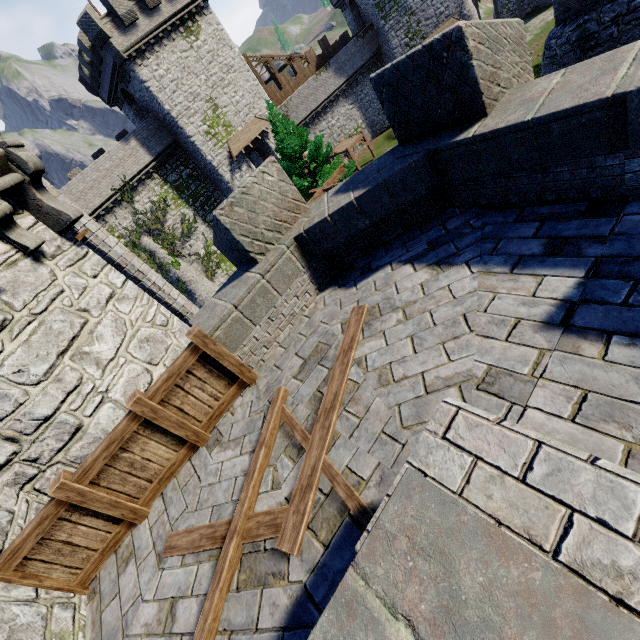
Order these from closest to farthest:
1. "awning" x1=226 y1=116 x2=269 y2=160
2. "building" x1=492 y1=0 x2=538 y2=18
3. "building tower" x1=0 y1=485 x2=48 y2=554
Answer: "building tower" x1=0 y1=485 x2=48 y2=554 < "awning" x1=226 y1=116 x2=269 y2=160 < "building" x1=492 y1=0 x2=538 y2=18

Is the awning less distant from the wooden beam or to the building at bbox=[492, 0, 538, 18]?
the building at bbox=[492, 0, 538, 18]

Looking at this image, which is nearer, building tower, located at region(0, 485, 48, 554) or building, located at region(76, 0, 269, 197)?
building tower, located at region(0, 485, 48, 554)

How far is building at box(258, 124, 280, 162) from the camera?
33.5m

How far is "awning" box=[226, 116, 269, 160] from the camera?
31.6m

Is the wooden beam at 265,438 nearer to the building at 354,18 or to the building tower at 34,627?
the building tower at 34,627

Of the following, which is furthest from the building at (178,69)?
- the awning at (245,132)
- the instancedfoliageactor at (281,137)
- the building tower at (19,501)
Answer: the building tower at (19,501)

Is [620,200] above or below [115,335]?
below
